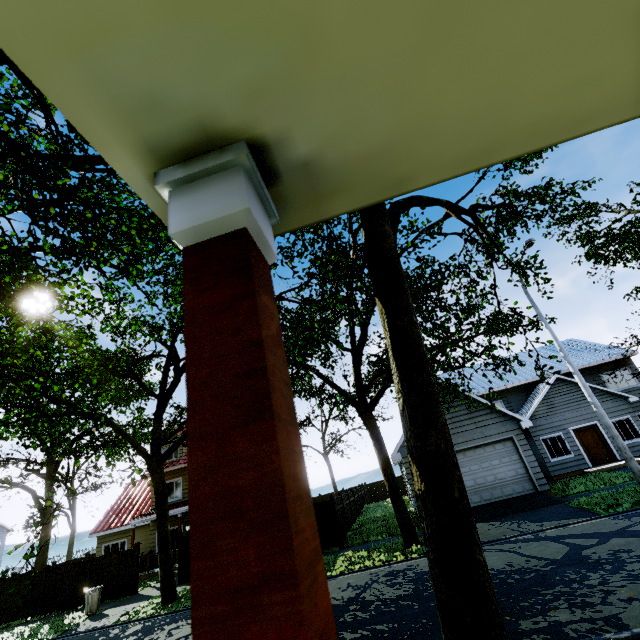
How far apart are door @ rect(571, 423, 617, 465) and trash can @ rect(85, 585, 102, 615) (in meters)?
26.49

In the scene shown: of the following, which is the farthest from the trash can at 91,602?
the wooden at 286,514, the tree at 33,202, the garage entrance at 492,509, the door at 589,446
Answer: the door at 589,446

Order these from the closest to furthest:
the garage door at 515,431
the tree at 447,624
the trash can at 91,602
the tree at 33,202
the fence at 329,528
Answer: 1. the tree at 447,624
2. the tree at 33,202
3. the trash can at 91,602
4. the garage door at 515,431
5. the fence at 329,528

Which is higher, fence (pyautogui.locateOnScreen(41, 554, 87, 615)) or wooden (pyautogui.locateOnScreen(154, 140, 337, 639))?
wooden (pyautogui.locateOnScreen(154, 140, 337, 639))

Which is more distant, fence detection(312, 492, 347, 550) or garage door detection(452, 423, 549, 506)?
fence detection(312, 492, 347, 550)

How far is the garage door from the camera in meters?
15.0

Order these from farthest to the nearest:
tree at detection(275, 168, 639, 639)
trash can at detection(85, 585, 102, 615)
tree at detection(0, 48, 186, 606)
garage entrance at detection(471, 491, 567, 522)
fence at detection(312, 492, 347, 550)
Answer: fence at detection(312, 492, 347, 550) → trash can at detection(85, 585, 102, 615) → garage entrance at detection(471, 491, 567, 522) → tree at detection(0, 48, 186, 606) → tree at detection(275, 168, 639, 639)

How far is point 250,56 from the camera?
0.5m
